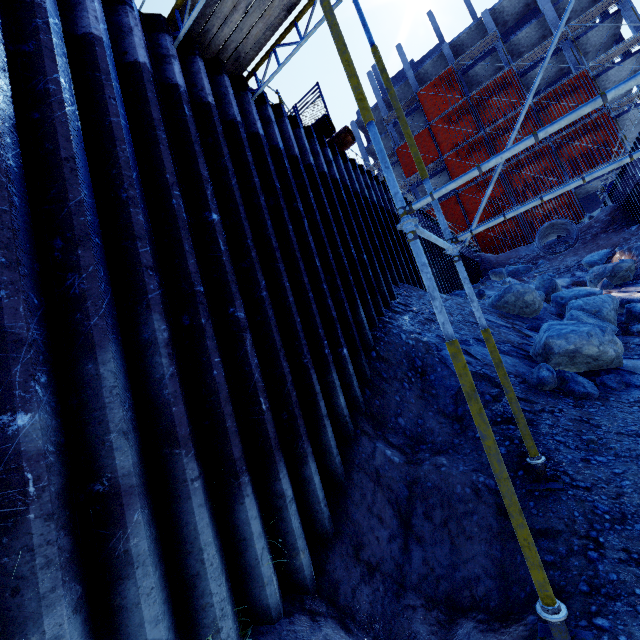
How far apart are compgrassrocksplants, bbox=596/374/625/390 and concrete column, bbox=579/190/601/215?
34.52m

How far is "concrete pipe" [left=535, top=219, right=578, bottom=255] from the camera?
18.8m

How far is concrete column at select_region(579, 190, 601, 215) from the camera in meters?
30.2 m

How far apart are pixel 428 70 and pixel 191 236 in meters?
44.4 m

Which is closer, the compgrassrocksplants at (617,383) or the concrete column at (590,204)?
the compgrassrocksplants at (617,383)

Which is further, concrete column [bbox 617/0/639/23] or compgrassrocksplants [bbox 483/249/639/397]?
concrete column [bbox 617/0/639/23]

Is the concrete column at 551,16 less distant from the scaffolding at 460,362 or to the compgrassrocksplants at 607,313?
the scaffolding at 460,362

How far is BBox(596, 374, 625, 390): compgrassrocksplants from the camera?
4.8m
